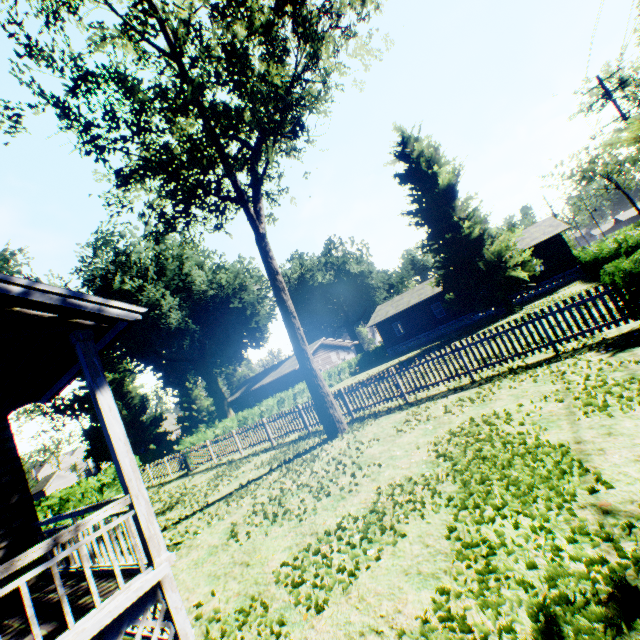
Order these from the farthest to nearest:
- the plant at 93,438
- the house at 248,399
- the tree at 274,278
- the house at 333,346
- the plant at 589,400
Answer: the plant at 93,438
the house at 333,346
the house at 248,399
the tree at 274,278
the plant at 589,400

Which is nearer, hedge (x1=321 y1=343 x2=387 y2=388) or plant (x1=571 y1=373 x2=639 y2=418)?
plant (x1=571 y1=373 x2=639 y2=418)

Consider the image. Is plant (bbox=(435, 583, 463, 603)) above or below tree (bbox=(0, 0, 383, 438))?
below

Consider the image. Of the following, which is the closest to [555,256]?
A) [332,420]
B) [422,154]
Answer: [422,154]

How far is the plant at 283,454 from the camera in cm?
764

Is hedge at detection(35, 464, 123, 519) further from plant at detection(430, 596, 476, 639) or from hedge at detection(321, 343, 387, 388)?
hedge at detection(321, 343, 387, 388)

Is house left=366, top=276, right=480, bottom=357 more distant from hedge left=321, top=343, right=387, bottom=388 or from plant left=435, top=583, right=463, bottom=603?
hedge left=321, top=343, right=387, bottom=388

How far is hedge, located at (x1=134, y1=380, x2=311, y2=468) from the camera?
20.6m
